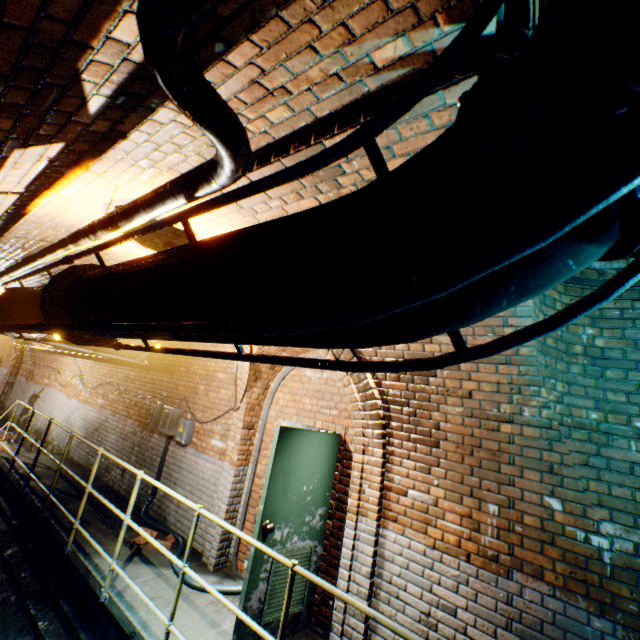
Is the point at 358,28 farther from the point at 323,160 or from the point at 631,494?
the point at 631,494

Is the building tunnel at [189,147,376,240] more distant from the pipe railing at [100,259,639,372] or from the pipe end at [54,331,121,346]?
the pipe end at [54,331,121,346]

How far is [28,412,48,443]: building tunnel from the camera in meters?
10.1

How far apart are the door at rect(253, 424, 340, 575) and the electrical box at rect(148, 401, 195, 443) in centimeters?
314cm

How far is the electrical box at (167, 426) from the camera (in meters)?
5.65

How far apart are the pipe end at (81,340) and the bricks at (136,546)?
3.69m

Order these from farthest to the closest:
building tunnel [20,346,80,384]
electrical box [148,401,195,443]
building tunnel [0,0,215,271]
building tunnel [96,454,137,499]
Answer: building tunnel [20,346,80,384]
building tunnel [96,454,137,499]
electrical box [148,401,195,443]
building tunnel [0,0,215,271]
